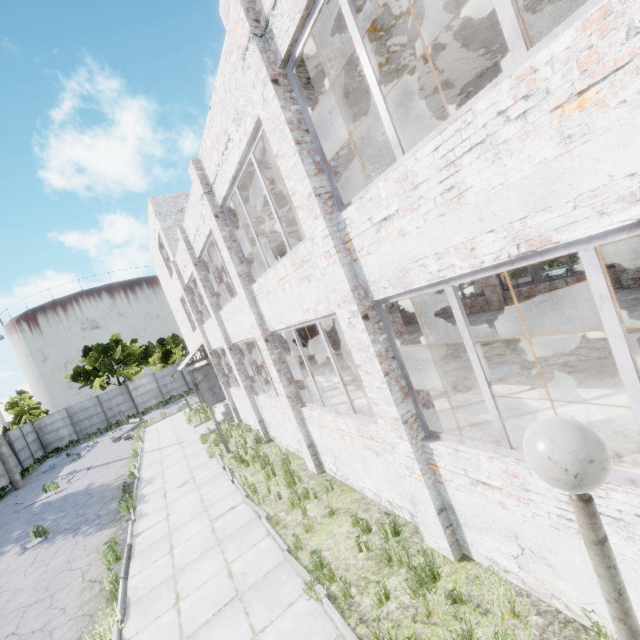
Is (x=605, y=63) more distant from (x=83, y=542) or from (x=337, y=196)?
(x=83, y=542)

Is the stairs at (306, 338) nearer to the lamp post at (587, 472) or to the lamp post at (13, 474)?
the lamp post at (13, 474)

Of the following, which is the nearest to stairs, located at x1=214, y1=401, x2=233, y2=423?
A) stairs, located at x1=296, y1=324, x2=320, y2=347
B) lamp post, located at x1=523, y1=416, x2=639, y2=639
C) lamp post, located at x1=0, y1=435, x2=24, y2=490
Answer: stairs, located at x1=296, y1=324, x2=320, y2=347

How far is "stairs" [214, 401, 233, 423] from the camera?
17.7 meters

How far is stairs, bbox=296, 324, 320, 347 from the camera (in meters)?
25.66

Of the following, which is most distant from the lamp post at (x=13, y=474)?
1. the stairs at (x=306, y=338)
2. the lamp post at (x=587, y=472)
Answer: the lamp post at (x=587, y=472)

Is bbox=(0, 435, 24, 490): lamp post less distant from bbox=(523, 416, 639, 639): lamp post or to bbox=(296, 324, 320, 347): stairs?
bbox=(296, 324, 320, 347): stairs
